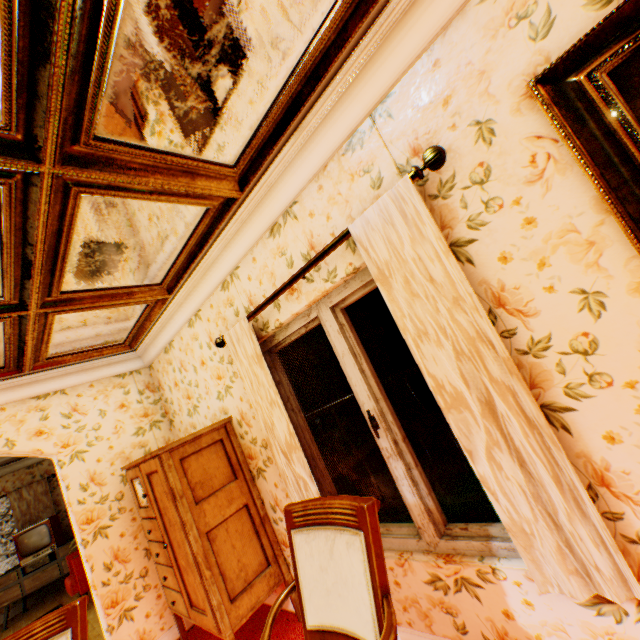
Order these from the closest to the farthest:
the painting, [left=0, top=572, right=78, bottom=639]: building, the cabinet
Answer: the painting → the cabinet → [left=0, top=572, right=78, bottom=639]: building

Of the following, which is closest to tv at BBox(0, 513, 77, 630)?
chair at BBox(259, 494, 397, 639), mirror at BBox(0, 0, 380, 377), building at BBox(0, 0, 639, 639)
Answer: building at BBox(0, 0, 639, 639)

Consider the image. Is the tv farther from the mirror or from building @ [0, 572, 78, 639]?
the mirror

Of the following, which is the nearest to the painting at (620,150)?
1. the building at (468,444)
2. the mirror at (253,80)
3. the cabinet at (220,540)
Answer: the building at (468,444)

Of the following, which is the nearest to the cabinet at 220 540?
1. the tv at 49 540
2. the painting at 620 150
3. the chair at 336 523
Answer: the chair at 336 523

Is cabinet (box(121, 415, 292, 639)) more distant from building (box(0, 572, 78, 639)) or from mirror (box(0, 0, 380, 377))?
mirror (box(0, 0, 380, 377))

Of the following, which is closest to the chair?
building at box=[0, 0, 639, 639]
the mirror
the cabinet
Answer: building at box=[0, 0, 639, 639]

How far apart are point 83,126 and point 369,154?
1.29m
